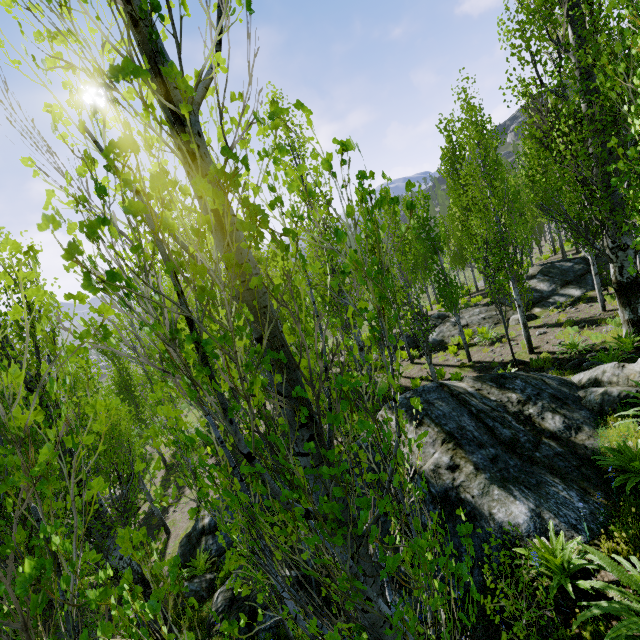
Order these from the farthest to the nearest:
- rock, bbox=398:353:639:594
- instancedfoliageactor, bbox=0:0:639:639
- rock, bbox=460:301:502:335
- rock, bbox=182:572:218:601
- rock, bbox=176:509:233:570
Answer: rock, bbox=460:301:502:335, rock, bbox=176:509:233:570, rock, bbox=182:572:218:601, rock, bbox=398:353:639:594, instancedfoliageactor, bbox=0:0:639:639

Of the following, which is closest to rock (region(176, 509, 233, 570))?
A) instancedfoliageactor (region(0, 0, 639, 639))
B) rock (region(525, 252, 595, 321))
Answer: instancedfoliageactor (region(0, 0, 639, 639))

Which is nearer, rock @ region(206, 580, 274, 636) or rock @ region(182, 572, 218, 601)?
rock @ region(206, 580, 274, 636)

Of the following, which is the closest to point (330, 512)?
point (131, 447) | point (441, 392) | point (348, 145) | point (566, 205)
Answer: point (348, 145)

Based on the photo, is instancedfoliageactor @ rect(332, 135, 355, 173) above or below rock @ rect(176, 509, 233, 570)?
above

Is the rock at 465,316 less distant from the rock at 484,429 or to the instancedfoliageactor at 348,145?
the instancedfoliageactor at 348,145

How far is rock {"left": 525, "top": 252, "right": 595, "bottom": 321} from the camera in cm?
1526

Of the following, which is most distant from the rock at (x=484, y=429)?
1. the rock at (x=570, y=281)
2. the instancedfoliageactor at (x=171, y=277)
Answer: the rock at (x=570, y=281)
